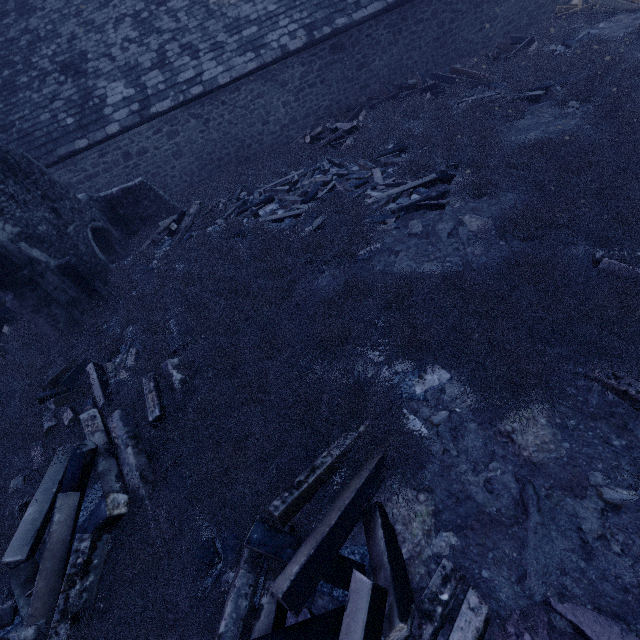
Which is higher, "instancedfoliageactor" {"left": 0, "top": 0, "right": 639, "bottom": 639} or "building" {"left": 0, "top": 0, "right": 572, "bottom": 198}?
"building" {"left": 0, "top": 0, "right": 572, "bottom": 198}

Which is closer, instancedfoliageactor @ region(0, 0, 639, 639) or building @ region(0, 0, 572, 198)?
instancedfoliageactor @ region(0, 0, 639, 639)

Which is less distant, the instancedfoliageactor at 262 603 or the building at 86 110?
the instancedfoliageactor at 262 603

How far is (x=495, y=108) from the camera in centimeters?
830cm

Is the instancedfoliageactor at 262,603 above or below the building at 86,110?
below
